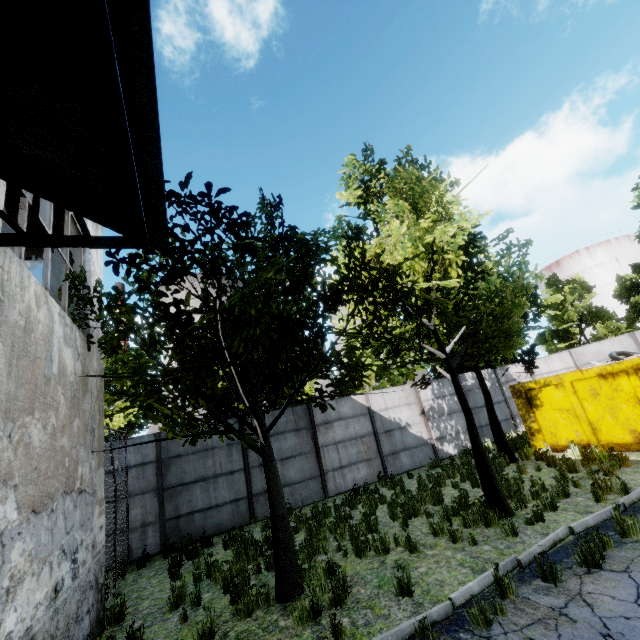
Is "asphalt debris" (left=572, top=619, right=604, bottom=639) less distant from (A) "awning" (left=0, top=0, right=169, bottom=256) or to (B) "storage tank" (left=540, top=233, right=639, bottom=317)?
(A) "awning" (left=0, top=0, right=169, bottom=256)

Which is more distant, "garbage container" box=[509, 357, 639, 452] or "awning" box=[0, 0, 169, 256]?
"garbage container" box=[509, 357, 639, 452]

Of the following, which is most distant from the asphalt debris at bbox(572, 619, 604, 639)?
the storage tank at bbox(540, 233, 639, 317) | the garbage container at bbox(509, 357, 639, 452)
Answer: the storage tank at bbox(540, 233, 639, 317)

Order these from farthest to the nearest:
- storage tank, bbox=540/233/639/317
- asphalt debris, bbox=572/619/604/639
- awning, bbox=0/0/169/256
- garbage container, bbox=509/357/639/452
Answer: storage tank, bbox=540/233/639/317, garbage container, bbox=509/357/639/452, asphalt debris, bbox=572/619/604/639, awning, bbox=0/0/169/256

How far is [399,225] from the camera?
6.84m

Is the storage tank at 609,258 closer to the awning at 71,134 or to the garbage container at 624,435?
the garbage container at 624,435

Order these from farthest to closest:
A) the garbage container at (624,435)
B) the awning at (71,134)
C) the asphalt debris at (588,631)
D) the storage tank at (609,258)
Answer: the storage tank at (609,258) < the garbage container at (624,435) < the asphalt debris at (588,631) < the awning at (71,134)

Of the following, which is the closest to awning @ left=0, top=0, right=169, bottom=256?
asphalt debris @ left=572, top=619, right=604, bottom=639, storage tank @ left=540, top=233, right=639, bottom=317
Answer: asphalt debris @ left=572, top=619, right=604, bottom=639
